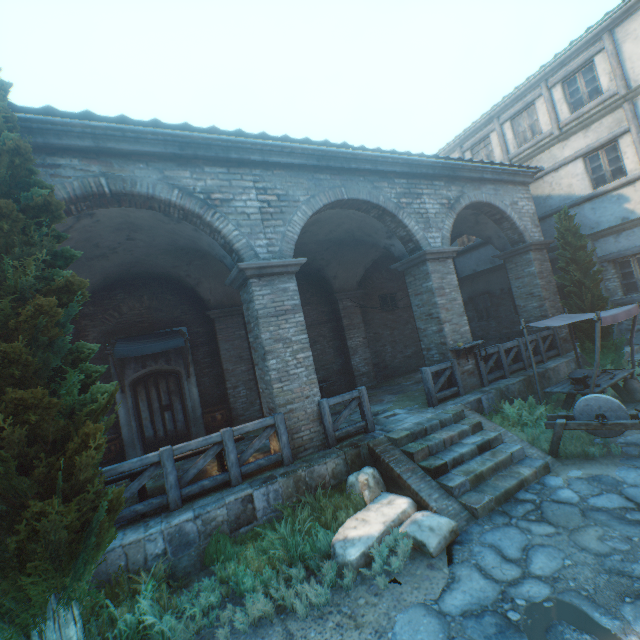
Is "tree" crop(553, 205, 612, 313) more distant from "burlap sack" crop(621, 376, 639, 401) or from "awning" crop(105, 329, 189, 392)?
"awning" crop(105, 329, 189, 392)

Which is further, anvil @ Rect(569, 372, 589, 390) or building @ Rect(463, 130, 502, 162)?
building @ Rect(463, 130, 502, 162)

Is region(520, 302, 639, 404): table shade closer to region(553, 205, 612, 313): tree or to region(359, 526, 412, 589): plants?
region(553, 205, 612, 313): tree

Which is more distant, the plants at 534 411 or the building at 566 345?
the building at 566 345

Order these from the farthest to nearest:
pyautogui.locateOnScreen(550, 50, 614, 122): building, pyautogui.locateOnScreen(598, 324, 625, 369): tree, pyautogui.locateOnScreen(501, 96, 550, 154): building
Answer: pyautogui.locateOnScreen(501, 96, 550, 154): building, pyautogui.locateOnScreen(550, 50, 614, 122): building, pyautogui.locateOnScreen(598, 324, 625, 369): tree

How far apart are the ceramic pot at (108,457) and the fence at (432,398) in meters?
8.4

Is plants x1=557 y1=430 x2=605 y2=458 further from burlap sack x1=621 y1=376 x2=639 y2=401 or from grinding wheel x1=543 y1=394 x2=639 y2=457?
burlap sack x1=621 y1=376 x2=639 y2=401

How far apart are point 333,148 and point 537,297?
8.72m
